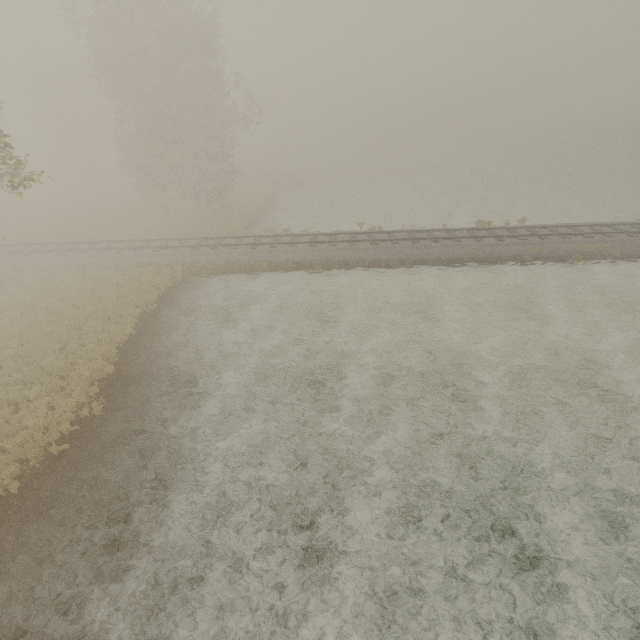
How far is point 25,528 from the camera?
8.6m
